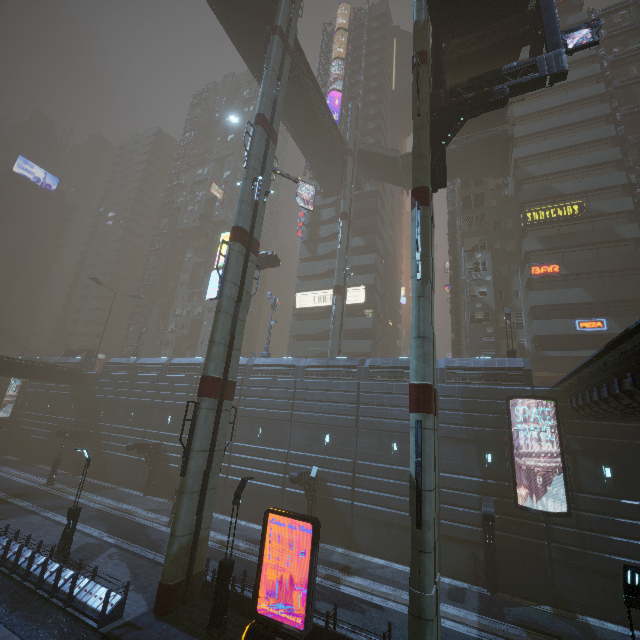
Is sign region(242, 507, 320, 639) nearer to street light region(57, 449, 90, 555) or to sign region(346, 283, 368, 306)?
sign region(346, 283, 368, 306)

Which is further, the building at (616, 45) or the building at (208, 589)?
the building at (616, 45)

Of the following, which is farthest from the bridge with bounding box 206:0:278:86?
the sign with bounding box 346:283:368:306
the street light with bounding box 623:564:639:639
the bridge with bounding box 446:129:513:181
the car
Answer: the street light with bounding box 623:564:639:639

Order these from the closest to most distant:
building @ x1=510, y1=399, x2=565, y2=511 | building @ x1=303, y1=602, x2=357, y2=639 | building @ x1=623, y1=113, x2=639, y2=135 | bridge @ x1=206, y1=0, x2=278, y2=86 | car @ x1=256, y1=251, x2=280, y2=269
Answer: building @ x1=303, y1=602, x2=357, y2=639, building @ x1=510, y1=399, x2=565, y2=511, bridge @ x1=206, y1=0, x2=278, y2=86, car @ x1=256, y1=251, x2=280, y2=269, building @ x1=623, y1=113, x2=639, y2=135

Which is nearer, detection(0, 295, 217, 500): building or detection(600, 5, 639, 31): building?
detection(0, 295, 217, 500): building

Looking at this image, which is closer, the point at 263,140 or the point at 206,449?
the point at 206,449

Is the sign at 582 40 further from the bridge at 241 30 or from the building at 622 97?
the bridge at 241 30
